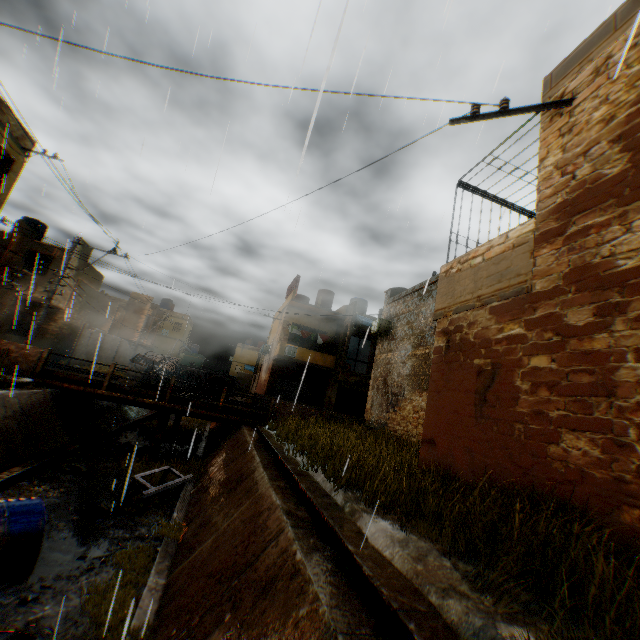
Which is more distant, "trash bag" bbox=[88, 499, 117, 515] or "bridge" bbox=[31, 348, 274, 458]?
"bridge" bbox=[31, 348, 274, 458]

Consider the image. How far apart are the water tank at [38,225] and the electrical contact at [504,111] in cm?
3096

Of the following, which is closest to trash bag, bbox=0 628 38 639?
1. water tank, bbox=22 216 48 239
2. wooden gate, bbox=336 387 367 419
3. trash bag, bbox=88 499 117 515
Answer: trash bag, bbox=88 499 117 515

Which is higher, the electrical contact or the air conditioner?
the electrical contact

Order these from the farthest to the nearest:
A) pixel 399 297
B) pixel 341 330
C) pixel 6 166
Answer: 1. pixel 341 330
2. pixel 399 297
3. pixel 6 166

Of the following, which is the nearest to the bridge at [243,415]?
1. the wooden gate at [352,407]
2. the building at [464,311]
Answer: the building at [464,311]

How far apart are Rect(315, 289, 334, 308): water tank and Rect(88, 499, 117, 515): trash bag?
22.11m

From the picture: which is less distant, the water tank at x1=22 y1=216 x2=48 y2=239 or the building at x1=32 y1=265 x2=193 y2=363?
the building at x1=32 y1=265 x2=193 y2=363
